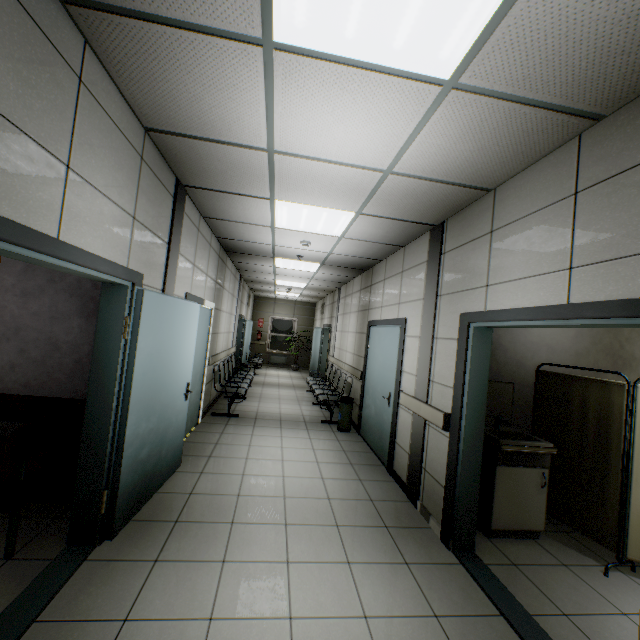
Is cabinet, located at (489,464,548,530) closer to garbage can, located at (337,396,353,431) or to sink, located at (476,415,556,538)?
Result: sink, located at (476,415,556,538)

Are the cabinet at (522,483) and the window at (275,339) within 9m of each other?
no

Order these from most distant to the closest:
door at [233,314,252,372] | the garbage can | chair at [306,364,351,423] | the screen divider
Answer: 1. door at [233,314,252,372]
2. chair at [306,364,351,423]
3. the garbage can
4. the screen divider

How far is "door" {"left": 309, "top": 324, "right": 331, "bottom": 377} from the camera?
12.00m

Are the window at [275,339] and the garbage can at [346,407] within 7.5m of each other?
no

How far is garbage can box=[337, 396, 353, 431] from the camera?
6.2 meters

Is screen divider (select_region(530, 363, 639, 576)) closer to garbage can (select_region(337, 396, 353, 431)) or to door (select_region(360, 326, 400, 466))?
door (select_region(360, 326, 400, 466))

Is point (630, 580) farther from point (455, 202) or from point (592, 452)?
point (455, 202)
